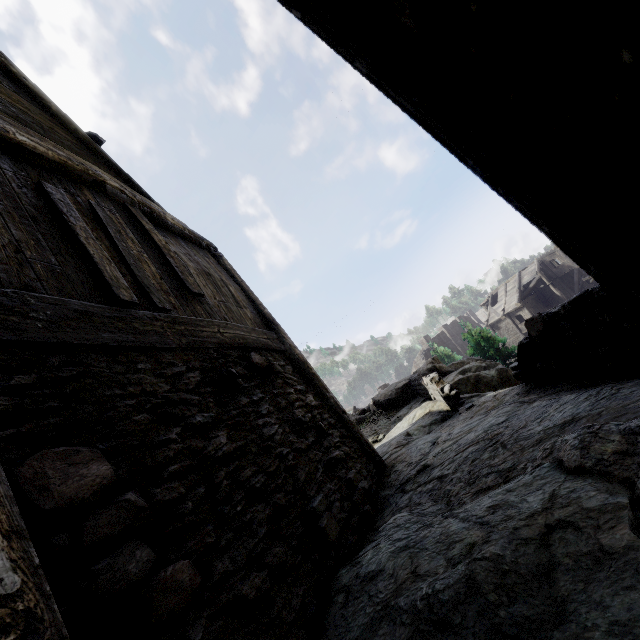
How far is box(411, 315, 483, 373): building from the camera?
50.3m

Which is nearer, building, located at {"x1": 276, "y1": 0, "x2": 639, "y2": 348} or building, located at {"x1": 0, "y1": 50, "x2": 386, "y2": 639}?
building, located at {"x1": 276, "y1": 0, "x2": 639, "y2": 348}

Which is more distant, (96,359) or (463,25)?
(96,359)

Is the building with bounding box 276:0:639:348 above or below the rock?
above

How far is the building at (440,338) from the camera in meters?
50.3

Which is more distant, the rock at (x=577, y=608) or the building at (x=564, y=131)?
the rock at (x=577, y=608)

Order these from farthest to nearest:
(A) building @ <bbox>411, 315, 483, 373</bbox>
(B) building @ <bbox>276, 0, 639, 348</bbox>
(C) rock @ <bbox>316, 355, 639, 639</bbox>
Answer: (A) building @ <bbox>411, 315, 483, 373</bbox> < (C) rock @ <bbox>316, 355, 639, 639</bbox> < (B) building @ <bbox>276, 0, 639, 348</bbox>
